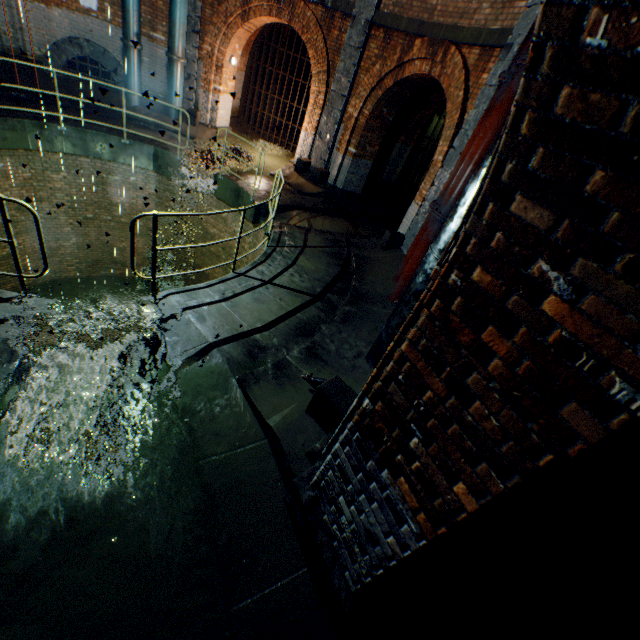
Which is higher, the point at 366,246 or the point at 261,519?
the point at 366,246

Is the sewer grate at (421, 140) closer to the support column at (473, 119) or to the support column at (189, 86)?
the support column at (473, 119)

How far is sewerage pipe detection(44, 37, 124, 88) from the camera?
9.7 meters

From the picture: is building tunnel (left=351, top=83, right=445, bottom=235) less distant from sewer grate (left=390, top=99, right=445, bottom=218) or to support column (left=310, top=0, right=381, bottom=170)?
sewer grate (left=390, top=99, right=445, bottom=218)

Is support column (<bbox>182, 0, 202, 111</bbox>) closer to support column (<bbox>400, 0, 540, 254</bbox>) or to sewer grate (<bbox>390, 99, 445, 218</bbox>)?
support column (<bbox>400, 0, 540, 254</bbox>)

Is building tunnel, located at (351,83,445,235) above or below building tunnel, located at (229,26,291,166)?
above

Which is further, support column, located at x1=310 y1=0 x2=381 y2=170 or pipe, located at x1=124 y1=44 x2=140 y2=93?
pipe, located at x1=124 y1=44 x2=140 y2=93

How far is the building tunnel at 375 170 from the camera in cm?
1055
